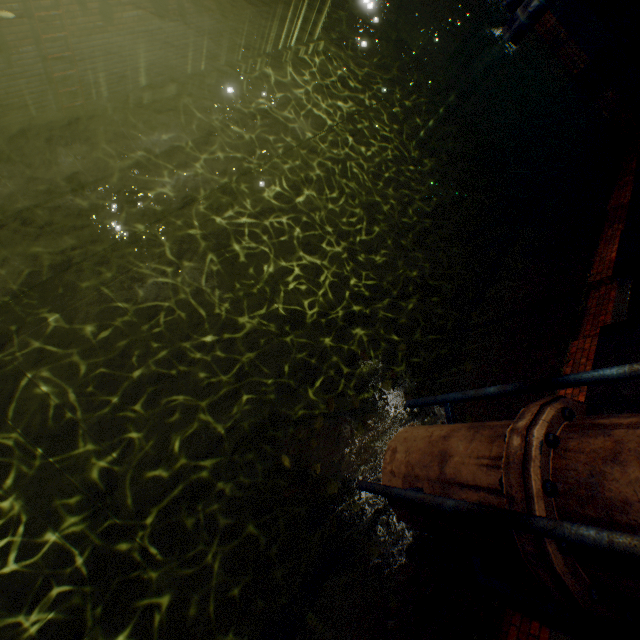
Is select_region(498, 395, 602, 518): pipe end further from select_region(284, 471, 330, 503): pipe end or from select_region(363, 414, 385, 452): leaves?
select_region(284, 471, 330, 503): pipe end

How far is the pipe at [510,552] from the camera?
2.2 meters

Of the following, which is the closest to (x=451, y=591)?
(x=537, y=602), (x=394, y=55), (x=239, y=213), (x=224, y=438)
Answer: Result: (x=537, y=602)

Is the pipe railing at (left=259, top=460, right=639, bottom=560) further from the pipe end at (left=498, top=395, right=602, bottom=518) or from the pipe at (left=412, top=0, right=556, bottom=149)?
the pipe at (left=412, top=0, right=556, bottom=149)

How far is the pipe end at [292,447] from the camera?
5.5 meters

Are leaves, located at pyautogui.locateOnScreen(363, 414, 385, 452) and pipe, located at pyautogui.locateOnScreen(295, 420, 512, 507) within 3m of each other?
yes

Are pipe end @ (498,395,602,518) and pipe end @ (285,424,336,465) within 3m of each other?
no

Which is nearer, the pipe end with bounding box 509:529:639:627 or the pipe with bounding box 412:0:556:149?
the pipe end with bounding box 509:529:639:627
